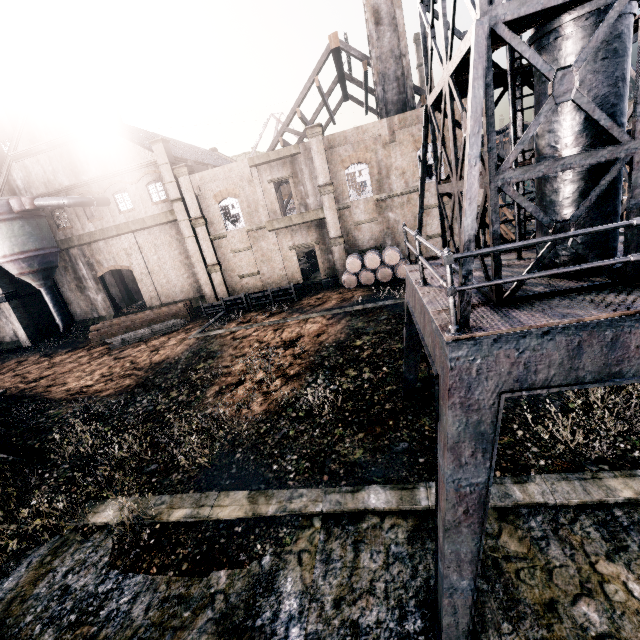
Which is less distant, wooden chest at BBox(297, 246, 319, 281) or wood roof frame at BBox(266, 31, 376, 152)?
wood roof frame at BBox(266, 31, 376, 152)

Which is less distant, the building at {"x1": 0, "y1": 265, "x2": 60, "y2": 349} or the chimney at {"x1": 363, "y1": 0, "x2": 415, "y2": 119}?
the chimney at {"x1": 363, "y1": 0, "x2": 415, "y2": 119}

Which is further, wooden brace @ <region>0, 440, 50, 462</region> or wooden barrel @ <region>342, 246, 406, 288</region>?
wooden barrel @ <region>342, 246, 406, 288</region>

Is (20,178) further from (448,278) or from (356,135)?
(448,278)

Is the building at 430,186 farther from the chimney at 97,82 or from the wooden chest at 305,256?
the wooden chest at 305,256

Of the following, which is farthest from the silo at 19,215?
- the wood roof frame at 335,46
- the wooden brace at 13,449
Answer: the wooden brace at 13,449

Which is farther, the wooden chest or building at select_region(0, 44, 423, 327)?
the wooden chest

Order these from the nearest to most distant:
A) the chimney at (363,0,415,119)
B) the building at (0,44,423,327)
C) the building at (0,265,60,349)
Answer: the chimney at (363,0,415,119), the building at (0,44,423,327), the building at (0,265,60,349)
